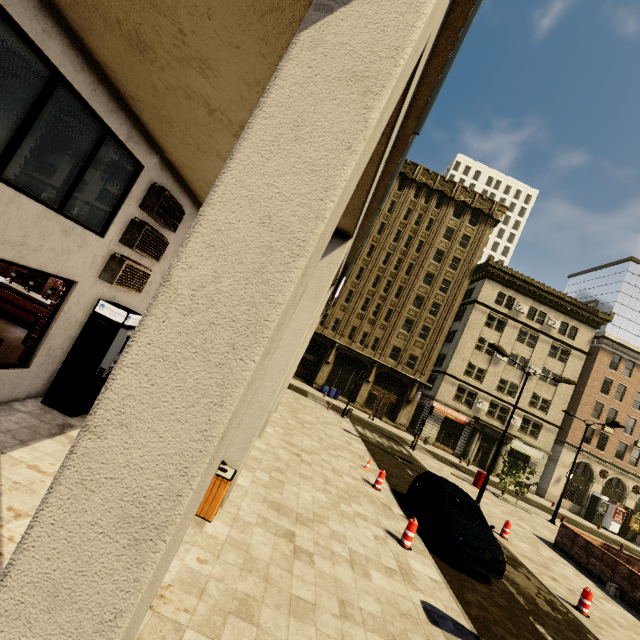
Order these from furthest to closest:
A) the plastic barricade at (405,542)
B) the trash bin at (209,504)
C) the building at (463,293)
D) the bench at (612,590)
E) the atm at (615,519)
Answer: the atm at (615,519) < the bench at (612,590) < the plastic barricade at (405,542) < the trash bin at (209,504) < the building at (463,293)

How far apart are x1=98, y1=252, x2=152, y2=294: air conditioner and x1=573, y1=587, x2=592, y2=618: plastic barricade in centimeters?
1525cm

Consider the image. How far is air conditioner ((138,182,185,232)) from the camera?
7.3 meters

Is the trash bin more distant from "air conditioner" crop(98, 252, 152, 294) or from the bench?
the bench

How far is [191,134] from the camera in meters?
5.7

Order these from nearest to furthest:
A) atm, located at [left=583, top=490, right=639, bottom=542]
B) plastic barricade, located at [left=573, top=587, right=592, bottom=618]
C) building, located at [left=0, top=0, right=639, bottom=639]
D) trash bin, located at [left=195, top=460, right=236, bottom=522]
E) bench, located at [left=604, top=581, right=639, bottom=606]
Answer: building, located at [left=0, top=0, right=639, bottom=639] < trash bin, located at [left=195, top=460, right=236, bottom=522] < plastic barricade, located at [left=573, top=587, right=592, bottom=618] < bench, located at [left=604, top=581, right=639, bottom=606] < atm, located at [left=583, top=490, right=639, bottom=542]

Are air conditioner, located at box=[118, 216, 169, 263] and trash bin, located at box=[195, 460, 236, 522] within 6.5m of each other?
yes

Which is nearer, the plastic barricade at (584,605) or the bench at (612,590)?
the plastic barricade at (584,605)
